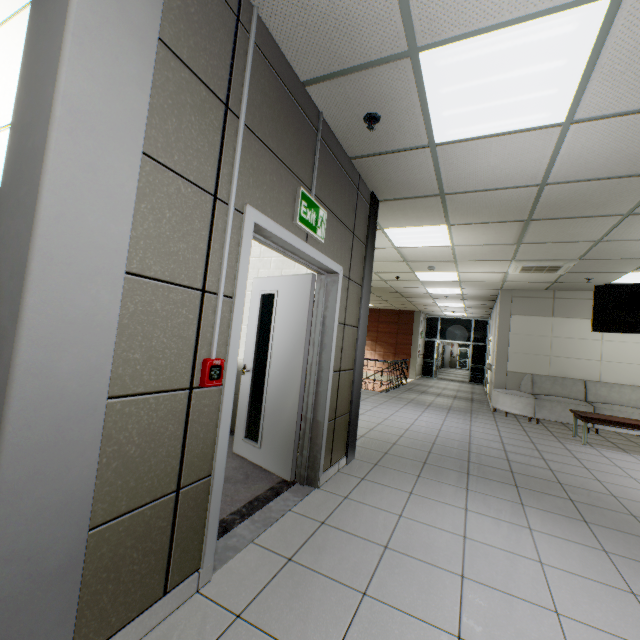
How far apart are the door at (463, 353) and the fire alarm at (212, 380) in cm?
3258

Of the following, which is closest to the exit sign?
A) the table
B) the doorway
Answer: the table

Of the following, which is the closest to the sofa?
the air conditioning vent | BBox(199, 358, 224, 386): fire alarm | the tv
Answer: the tv

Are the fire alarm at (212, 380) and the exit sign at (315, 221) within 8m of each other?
yes

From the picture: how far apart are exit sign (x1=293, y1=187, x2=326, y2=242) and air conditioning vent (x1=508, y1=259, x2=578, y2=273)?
4.86m

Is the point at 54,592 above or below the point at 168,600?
above

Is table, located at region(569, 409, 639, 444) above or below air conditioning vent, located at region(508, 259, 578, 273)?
below

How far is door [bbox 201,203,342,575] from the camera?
1.9m
